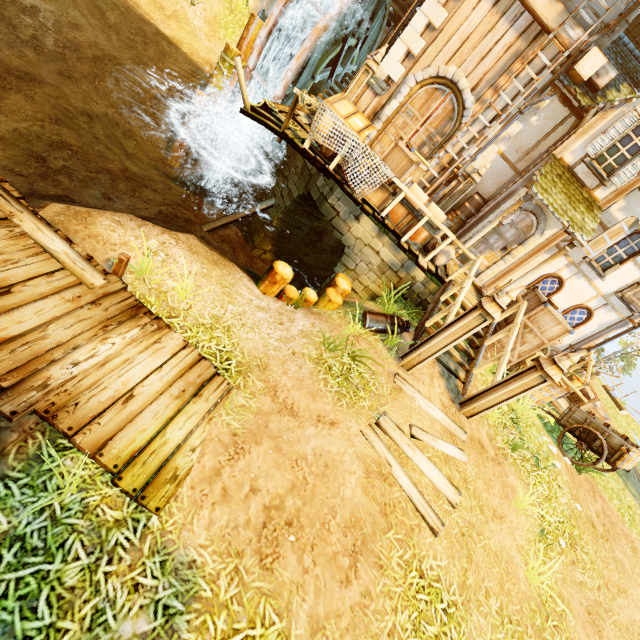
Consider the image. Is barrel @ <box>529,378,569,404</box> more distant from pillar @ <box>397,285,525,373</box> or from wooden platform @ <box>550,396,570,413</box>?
pillar @ <box>397,285,525,373</box>

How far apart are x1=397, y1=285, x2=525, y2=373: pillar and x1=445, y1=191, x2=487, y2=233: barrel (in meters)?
4.62

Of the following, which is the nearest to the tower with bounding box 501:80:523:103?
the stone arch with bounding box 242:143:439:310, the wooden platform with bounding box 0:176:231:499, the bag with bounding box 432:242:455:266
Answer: the stone arch with bounding box 242:143:439:310

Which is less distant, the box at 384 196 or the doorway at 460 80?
the box at 384 196

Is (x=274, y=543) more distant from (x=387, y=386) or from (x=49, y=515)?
(x=387, y=386)

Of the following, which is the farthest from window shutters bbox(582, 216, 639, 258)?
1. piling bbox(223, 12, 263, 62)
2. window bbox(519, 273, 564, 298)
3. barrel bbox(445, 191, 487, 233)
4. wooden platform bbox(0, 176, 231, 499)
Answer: piling bbox(223, 12, 263, 62)

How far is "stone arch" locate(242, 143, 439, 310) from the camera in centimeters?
809cm

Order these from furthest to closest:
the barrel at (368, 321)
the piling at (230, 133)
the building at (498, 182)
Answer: the piling at (230, 133)
the building at (498, 182)
the barrel at (368, 321)
